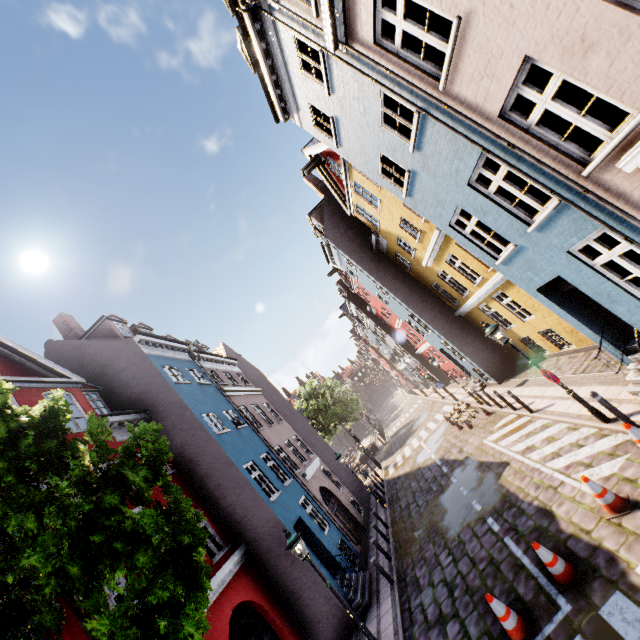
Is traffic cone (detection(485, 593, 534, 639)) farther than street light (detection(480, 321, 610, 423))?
No

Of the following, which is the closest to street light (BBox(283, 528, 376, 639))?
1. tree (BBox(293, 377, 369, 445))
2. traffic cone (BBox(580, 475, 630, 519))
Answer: traffic cone (BBox(580, 475, 630, 519))

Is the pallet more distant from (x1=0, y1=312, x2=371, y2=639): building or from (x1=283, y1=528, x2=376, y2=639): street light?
(x1=283, y1=528, x2=376, y2=639): street light

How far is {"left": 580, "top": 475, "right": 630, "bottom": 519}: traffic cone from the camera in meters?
6.1

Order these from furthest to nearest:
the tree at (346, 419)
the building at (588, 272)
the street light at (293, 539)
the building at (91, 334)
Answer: the tree at (346, 419)
the building at (91, 334)
the street light at (293, 539)
the building at (588, 272)

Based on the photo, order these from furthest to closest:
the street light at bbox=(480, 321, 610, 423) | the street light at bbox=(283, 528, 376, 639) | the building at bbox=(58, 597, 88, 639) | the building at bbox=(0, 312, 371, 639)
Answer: the building at bbox=(0, 312, 371, 639), the street light at bbox=(480, 321, 610, 423), the street light at bbox=(283, 528, 376, 639), the building at bbox=(58, 597, 88, 639)

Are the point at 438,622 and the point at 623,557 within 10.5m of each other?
yes

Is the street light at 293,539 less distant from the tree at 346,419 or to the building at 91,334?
the building at 91,334
